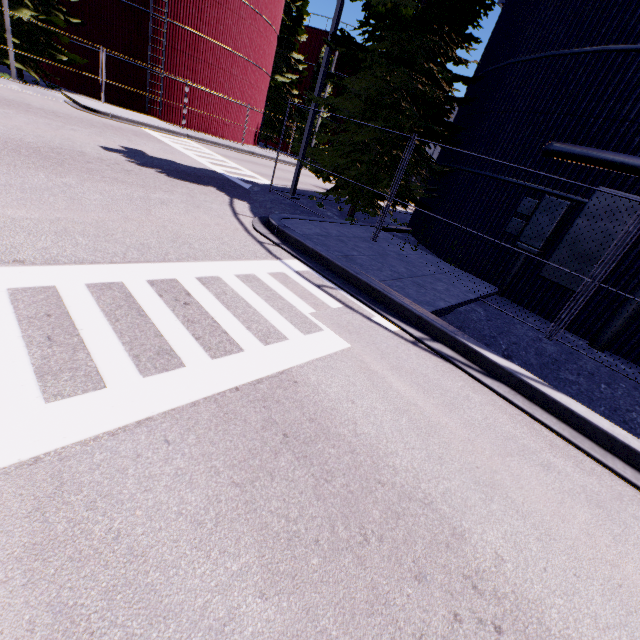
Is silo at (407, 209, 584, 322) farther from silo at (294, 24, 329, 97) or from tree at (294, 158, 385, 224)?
silo at (294, 24, 329, 97)

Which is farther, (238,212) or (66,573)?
(238,212)

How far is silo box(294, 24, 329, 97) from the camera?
34.0 meters

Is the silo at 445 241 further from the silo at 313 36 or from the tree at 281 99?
the silo at 313 36

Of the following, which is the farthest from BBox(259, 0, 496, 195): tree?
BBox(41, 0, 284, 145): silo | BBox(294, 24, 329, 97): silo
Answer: BBox(294, 24, 329, 97): silo

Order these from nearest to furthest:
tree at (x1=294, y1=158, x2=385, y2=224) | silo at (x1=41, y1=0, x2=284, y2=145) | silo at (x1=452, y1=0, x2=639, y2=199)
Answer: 1. silo at (x1=452, y1=0, x2=639, y2=199)
2. tree at (x1=294, y1=158, x2=385, y2=224)
3. silo at (x1=41, y1=0, x2=284, y2=145)

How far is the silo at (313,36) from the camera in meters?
34.0
